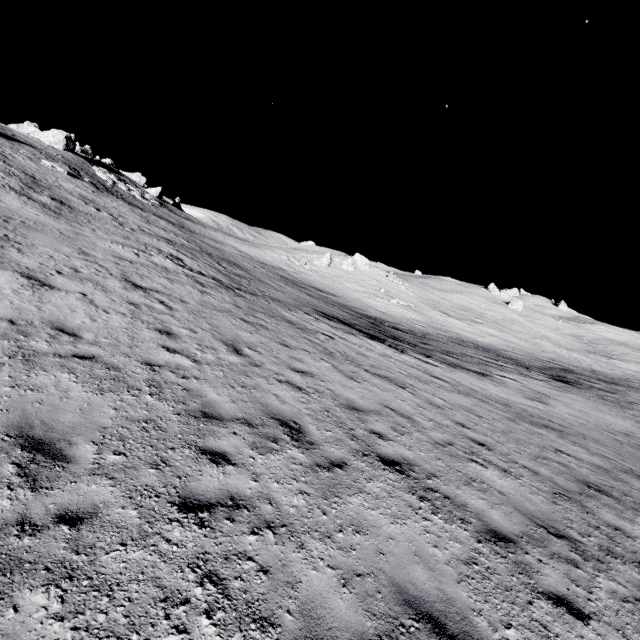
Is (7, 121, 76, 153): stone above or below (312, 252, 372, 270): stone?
above

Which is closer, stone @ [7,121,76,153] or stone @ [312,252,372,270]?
stone @ [7,121,76,153]

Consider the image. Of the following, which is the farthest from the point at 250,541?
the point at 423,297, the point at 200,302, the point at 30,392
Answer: the point at 423,297

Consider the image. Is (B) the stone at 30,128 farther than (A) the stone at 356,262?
No

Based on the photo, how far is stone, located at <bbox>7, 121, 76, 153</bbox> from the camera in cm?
3975

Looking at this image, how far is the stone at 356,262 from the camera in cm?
5175

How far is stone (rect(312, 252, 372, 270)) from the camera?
51.75m
